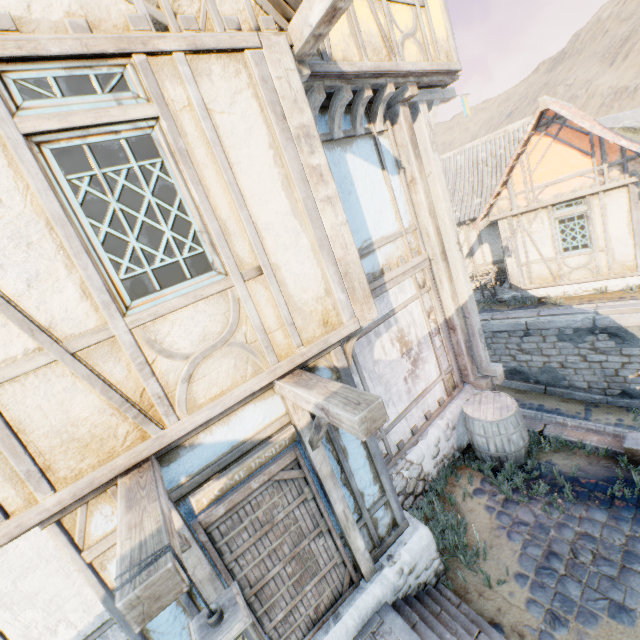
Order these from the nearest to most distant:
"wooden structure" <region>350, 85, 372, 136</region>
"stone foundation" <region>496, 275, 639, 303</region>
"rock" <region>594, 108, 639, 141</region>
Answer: "wooden structure" <region>350, 85, 372, 136</region>
"stone foundation" <region>496, 275, 639, 303</region>
"rock" <region>594, 108, 639, 141</region>

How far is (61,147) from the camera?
2.3 meters

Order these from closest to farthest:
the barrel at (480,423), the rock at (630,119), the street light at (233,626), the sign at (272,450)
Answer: the street light at (233,626), the sign at (272,450), the barrel at (480,423), the rock at (630,119)

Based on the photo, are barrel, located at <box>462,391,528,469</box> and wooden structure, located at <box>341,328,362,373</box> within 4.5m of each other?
yes

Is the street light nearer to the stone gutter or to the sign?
the sign

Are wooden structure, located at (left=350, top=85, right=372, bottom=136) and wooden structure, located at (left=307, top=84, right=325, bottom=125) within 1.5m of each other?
yes

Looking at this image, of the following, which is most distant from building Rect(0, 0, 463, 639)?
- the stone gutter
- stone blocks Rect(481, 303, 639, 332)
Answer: stone blocks Rect(481, 303, 639, 332)

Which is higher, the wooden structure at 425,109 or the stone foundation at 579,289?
the wooden structure at 425,109
